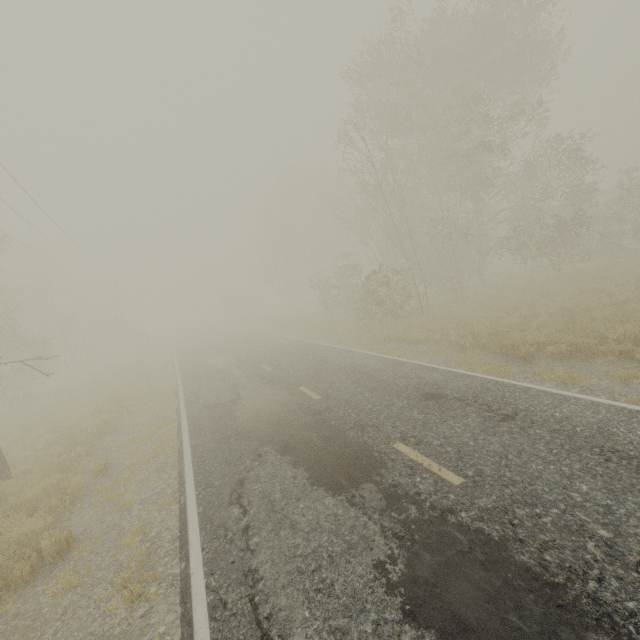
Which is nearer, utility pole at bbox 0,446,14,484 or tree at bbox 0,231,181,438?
utility pole at bbox 0,446,14,484

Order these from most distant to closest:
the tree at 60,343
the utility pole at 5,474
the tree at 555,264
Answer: the tree at 60,343 → the tree at 555,264 → the utility pole at 5,474

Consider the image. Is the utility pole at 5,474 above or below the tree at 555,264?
below

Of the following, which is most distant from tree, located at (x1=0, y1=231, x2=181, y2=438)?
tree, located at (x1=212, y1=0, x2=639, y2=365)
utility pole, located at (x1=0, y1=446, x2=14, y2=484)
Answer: tree, located at (x1=212, y1=0, x2=639, y2=365)

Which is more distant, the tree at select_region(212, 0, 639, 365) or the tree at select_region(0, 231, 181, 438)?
the tree at select_region(0, 231, 181, 438)

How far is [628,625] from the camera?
2.6 meters

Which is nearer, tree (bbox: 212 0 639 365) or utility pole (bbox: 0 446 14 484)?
utility pole (bbox: 0 446 14 484)

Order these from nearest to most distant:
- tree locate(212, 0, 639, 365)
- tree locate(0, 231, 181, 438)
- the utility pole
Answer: the utility pole, tree locate(212, 0, 639, 365), tree locate(0, 231, 181, 438)
